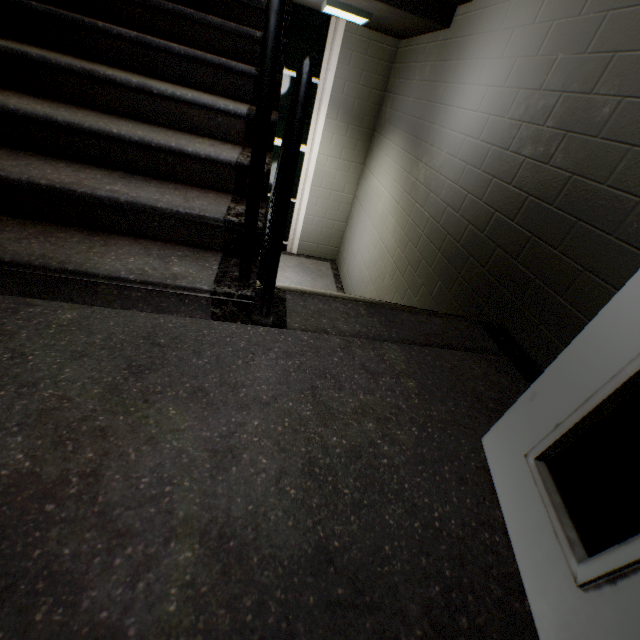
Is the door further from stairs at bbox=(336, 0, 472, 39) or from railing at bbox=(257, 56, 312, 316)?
railing at bbox=(257, 56, 312, 316)

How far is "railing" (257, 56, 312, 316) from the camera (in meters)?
0.97

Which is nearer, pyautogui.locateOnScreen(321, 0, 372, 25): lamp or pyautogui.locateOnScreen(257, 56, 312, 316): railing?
pyautogui.locateOnScreen(257, 56, 312, 316): railing

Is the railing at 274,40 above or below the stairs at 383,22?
below

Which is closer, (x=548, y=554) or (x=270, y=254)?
(x=548, y=554)

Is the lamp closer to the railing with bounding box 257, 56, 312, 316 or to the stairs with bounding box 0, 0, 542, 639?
the stairs with bounding box 0, 0, 542, 639

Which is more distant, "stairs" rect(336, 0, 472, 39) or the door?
"stairs" rect(336, 0, 472, 39)

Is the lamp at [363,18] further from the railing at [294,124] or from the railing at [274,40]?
the railing at [294,124]
